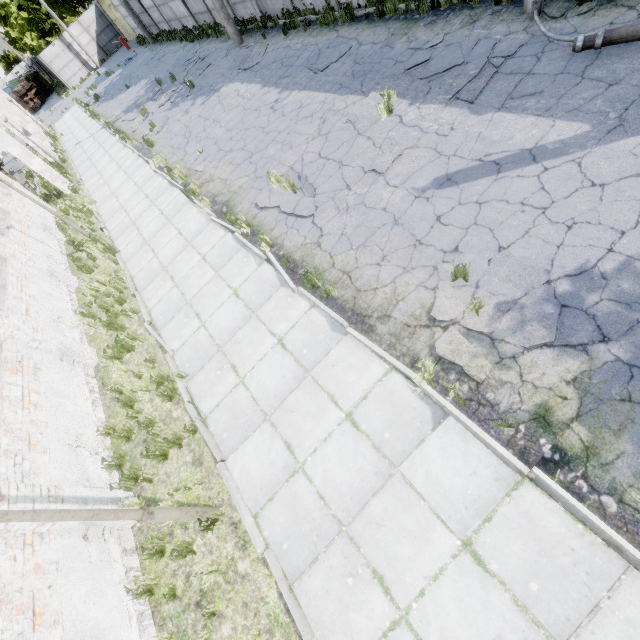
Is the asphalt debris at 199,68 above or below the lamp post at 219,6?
below

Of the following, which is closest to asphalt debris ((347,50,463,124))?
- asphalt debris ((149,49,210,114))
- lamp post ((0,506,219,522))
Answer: lamp post ((0,506,219,522))

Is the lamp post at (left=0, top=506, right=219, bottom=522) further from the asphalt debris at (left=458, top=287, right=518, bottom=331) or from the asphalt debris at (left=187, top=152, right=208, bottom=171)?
the asphalt debris at (left=187, top=152, right=208, bottom=171)

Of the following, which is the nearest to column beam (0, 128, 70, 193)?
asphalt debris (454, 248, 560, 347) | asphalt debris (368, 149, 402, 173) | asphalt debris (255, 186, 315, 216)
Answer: asphalt debris (255, 186, 315, 216)

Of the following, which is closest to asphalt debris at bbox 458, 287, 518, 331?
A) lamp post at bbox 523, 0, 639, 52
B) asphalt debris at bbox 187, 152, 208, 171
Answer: lamp post at bbox 523, 0, 639, 52

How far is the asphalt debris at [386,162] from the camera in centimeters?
693cm

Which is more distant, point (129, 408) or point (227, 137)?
point (227, 137)

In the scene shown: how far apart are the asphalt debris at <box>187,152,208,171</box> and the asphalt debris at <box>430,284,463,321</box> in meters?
9.4
